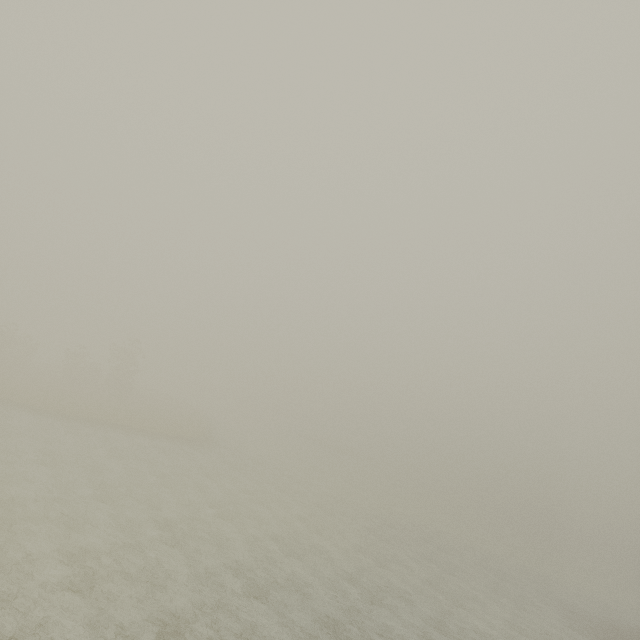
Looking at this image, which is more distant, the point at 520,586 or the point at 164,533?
the point at 520,586
